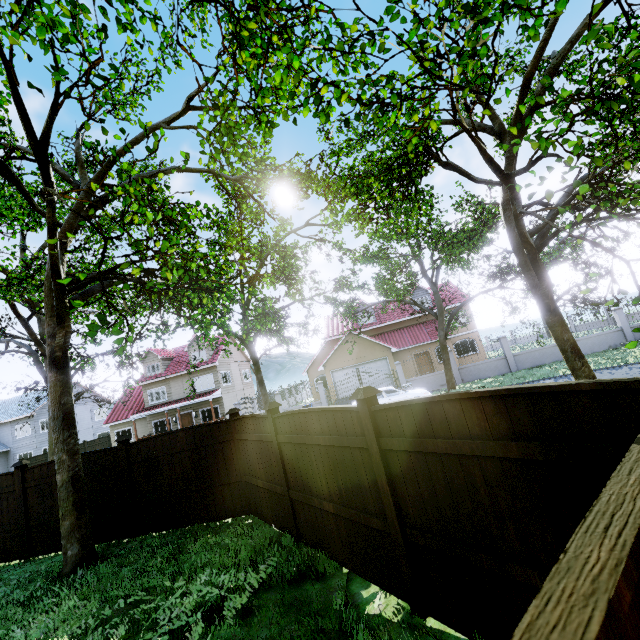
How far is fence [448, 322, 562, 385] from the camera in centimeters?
2164cm

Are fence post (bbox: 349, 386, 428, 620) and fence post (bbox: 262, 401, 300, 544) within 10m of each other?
yes

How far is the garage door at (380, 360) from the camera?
27.4 meters

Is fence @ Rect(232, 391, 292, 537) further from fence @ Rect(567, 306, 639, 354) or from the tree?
fence @ Rect(567, 306, 639, 354)

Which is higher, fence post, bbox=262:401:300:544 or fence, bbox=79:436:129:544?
fence post, bbox=262:401:300:544

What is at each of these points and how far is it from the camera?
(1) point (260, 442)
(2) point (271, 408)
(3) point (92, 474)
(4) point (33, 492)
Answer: (1) fence, 6.95m
(2) fence post, 6.22m
(3) fence, 8.79m
(4) fence, 9.04m

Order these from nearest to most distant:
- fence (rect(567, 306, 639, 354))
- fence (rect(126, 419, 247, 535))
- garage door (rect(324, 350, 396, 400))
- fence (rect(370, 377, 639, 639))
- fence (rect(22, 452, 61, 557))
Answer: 1. fence (rect(370, 377, 639, 639))
2. fence (rect(126, 419, 247, 535))
3. fence (rect(22, 452, 61, 557))
4. fence (rect(567, 306, 639, 354))
5. garage door (rect(324, 350, 396, 400))

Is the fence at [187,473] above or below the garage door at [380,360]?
below
